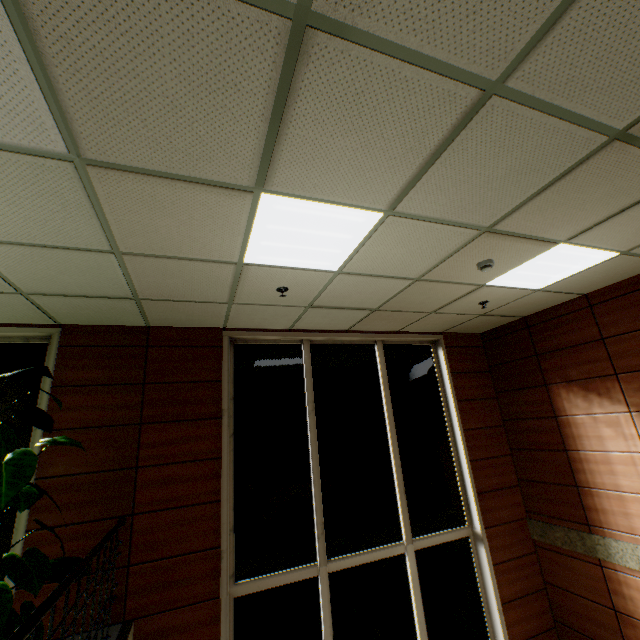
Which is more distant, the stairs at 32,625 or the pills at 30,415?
the pills at 30,415

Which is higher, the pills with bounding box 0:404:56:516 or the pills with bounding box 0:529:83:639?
the pills with bounding box 0:404:56:516

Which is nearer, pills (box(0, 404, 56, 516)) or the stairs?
the stairs

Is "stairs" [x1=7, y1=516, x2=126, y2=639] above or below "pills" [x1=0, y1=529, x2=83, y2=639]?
above

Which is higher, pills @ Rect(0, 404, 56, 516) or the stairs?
pills @ Rect(0, 404, 56, 516)

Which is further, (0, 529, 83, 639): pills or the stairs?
(0, 529, 83, 639): pills

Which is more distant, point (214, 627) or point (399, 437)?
point (399, 437)

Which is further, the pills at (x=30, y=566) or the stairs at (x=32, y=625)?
the pills at (x=30, y=566)
